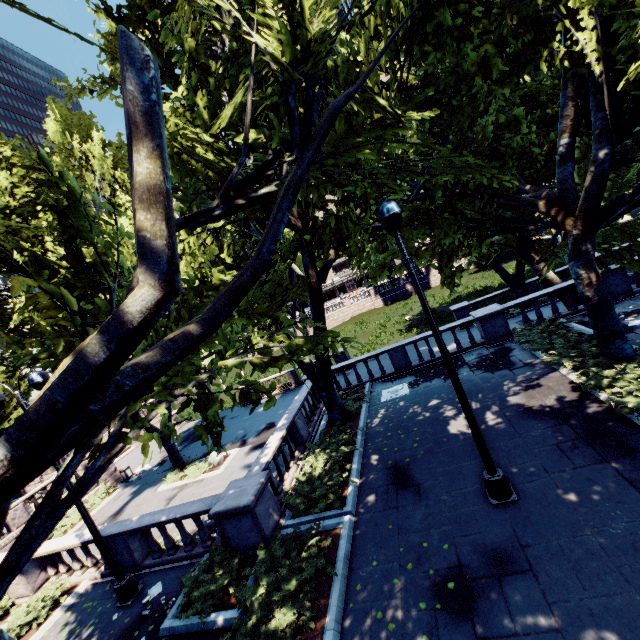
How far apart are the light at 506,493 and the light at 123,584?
9.67m

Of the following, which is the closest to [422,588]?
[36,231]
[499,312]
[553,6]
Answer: [499,312]

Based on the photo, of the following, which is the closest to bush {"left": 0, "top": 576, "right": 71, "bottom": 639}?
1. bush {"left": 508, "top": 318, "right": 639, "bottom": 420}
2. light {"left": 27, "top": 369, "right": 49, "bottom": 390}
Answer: light {"left": 27, "top": 369, "right": 49, "bottom": 390}

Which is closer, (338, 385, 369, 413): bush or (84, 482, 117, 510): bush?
(338, 385, 369, 413): bush

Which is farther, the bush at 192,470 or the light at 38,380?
the bush at 192,470

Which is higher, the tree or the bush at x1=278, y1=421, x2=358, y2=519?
the tree

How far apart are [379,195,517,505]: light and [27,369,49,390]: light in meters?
9.7 m
